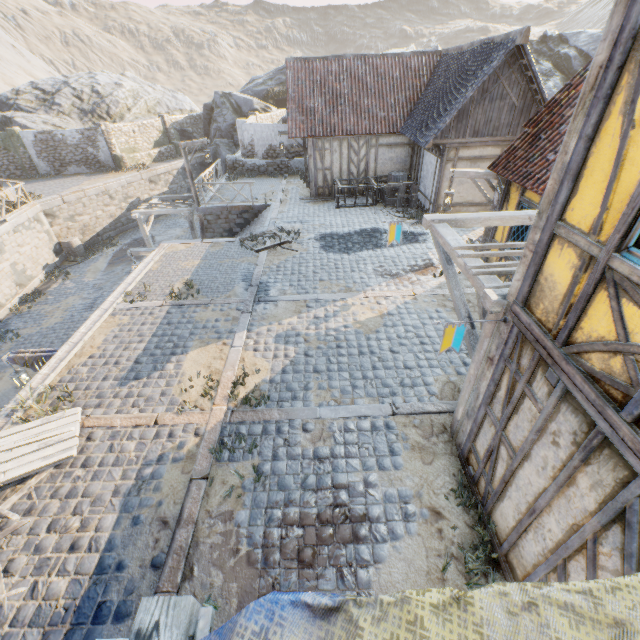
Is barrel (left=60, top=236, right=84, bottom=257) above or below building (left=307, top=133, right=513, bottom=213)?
below

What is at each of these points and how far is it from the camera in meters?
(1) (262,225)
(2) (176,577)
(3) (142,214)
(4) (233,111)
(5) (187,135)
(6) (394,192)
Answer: (1) stairs, 14.8
(2) stone blocks, 4.1
(3) awning, 17.5
(4) rock, 29.0
(5) rock, 30.6
(6) barrel, 16.2

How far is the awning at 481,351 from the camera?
4.3m

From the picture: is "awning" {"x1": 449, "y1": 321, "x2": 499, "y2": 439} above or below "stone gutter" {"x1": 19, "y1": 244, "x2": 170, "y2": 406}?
above

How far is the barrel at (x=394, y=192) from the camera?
14.6m

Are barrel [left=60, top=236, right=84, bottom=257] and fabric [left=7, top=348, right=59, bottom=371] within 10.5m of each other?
no

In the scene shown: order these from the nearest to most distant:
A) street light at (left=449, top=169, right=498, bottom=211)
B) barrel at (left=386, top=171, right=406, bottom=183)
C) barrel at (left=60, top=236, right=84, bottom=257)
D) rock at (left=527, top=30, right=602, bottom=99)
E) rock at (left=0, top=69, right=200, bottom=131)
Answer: street light at (left=449, top=169, right=498, bottom=211) → barrel at (left=386, top=171, right=406, bottom=183) → barrel at (left=60, top=236, right=84, bottom=257) → rock at (left=527, top=30, right=602, bottom=99) → rock at (left=0, top=69, right=200, bottom=131)

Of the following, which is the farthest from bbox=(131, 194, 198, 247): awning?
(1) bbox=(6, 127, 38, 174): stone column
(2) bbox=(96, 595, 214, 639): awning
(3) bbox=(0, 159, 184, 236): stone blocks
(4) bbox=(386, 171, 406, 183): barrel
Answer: (2) bbox=(96, 595, 214, 639): awning
